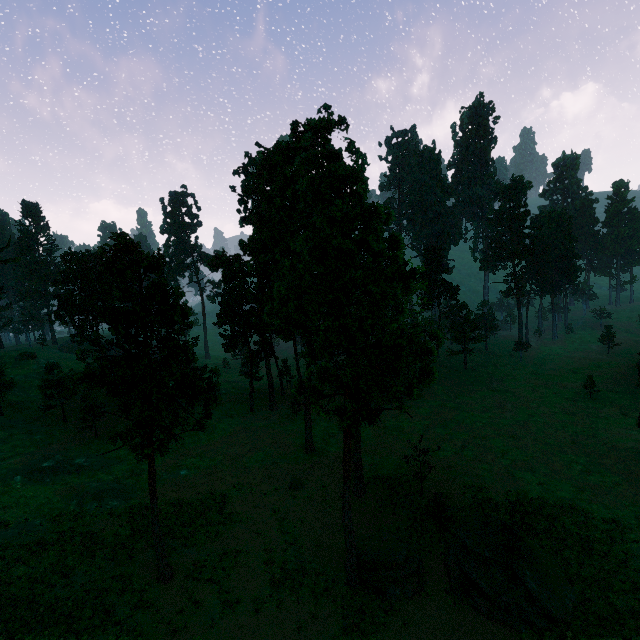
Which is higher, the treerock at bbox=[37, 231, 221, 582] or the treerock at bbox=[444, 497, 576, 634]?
the treerock at bbox=[37, 231, 221, 582]

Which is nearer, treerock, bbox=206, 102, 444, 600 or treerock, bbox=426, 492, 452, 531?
treerock, bbox=206, 102, 444, 600

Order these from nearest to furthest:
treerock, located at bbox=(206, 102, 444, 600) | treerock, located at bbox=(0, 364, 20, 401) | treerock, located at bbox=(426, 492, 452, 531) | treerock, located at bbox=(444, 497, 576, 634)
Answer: treerock, located at bbox=(206, 102, 444, 600)
treerock, located at bbox=(444, 497, 576, 634)
treerock, located at bbox=(426, 492, 452, 531)
treerock, located at bbox=(0, 364, 20, 401)

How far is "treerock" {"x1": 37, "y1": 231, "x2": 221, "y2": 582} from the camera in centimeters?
1895cm

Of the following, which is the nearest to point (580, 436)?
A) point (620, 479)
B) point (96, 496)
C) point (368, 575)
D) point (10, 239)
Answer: point (620, 479)

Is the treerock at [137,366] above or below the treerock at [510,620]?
above

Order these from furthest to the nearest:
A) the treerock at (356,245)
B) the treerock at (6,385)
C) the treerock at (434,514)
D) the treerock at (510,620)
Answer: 1. the treerock at (6,385)
2. the treerock at (434,514)
3. the treerock at (510,620)
4. the treerock at (356,245)
